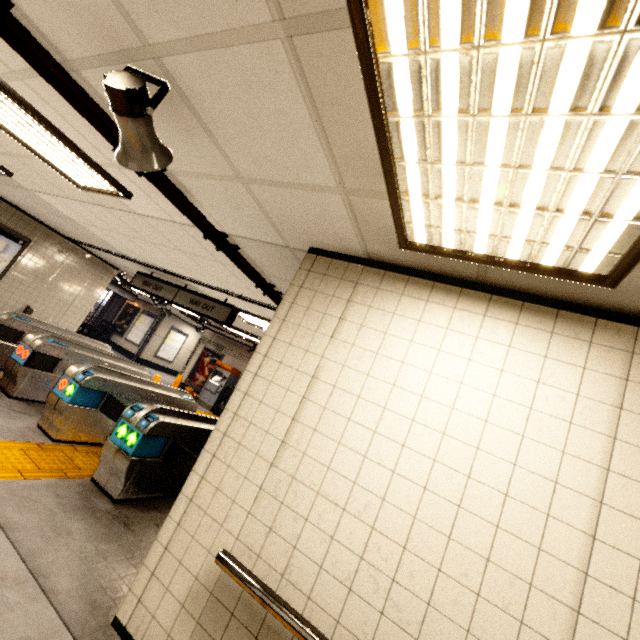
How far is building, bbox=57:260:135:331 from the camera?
8.70m

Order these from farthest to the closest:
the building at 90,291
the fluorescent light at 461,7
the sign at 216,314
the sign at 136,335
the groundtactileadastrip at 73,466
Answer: the sign at 136,335, the building at 90,291, the sign at 216,314, the groundtactileadastrip at 73,466, the fluorescent light at 461,7

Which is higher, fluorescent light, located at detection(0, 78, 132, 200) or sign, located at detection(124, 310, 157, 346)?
fluorescent light, located at detection(0, 78, 132, 200)

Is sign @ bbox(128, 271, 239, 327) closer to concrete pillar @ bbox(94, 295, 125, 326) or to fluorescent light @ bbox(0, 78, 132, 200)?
fluorescent light @ bbox(0, 78, 132, 200)

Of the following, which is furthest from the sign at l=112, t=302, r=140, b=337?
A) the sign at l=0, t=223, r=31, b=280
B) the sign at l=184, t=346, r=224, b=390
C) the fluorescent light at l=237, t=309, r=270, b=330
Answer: the fluorescent light at l=237, t=309, r=270, b=330

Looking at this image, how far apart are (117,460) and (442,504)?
3.7 meters

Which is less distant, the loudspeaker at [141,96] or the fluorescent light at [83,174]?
the loudspeaker at [141,96]

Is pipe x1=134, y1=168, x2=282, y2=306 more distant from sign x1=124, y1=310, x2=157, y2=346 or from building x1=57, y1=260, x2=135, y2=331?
sign x1=124, y1=310, x2=157, y2=346
